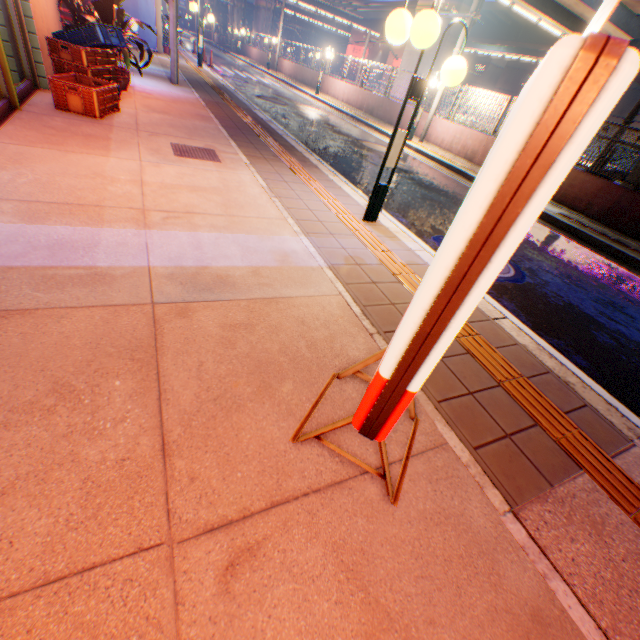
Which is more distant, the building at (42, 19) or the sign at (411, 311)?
the building at (42, 19)

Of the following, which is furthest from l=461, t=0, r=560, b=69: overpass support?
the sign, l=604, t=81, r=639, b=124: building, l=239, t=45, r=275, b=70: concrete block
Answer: the sign

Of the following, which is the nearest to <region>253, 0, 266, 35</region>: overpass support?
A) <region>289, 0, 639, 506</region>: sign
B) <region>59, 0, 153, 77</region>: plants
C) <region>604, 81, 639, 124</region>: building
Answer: <region>604, 81, 639, 124</region>: building

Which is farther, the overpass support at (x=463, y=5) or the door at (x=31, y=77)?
the overpass support at (x=463, y=5)

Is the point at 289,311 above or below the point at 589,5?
below

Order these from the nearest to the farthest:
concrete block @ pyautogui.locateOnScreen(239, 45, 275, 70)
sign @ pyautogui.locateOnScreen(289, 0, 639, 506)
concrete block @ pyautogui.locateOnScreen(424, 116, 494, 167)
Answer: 1. sign @ pyautogui.locateOnScreen(289, 0, 639, 506)
2. concrete block @ pyautogui.locateOnScreen(424, 116, 494, 167)
3. concrete block @ pyautogui.locateOnScreen(239, 45, 275, 70)

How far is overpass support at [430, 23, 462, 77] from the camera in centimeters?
1499cm

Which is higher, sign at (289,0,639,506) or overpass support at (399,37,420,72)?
overpass support at (399,37,420,72)
